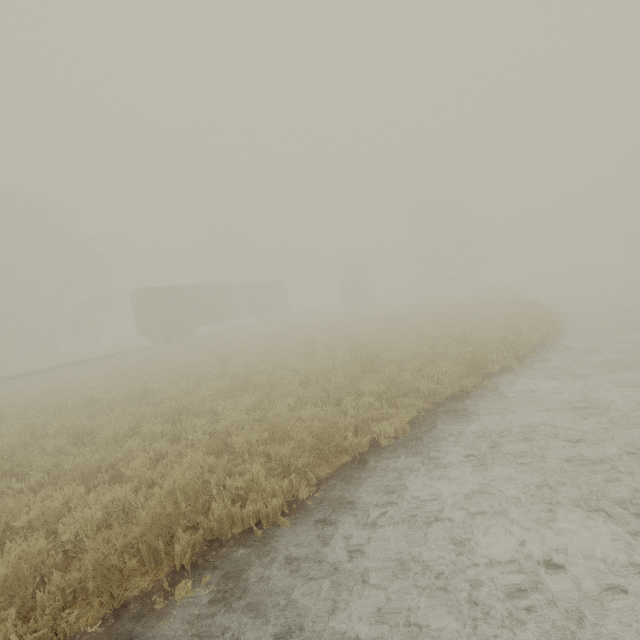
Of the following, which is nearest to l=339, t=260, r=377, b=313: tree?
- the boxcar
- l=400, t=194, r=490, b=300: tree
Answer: Result: the boxcar

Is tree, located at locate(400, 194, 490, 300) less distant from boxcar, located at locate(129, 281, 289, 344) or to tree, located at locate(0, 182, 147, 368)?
tree, located at locate(0, 182, 147, 368)

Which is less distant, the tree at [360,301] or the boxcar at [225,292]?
the boxcar at [225,292]

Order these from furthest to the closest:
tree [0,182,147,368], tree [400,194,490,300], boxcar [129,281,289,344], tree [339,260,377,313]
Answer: tree [400,194,490,300] < tree [339,260,377,313] < tree [0,182,147,368] < boxcar [129,281,289,344]

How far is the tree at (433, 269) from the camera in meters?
43.6 m

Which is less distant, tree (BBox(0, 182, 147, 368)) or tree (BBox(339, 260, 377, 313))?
tree (BBox(0, 182, 147, 368))

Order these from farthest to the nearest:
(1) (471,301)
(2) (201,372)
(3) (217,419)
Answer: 1. (1) (471,301)
2. (2) (201,372)
3. (3) (217,419)
